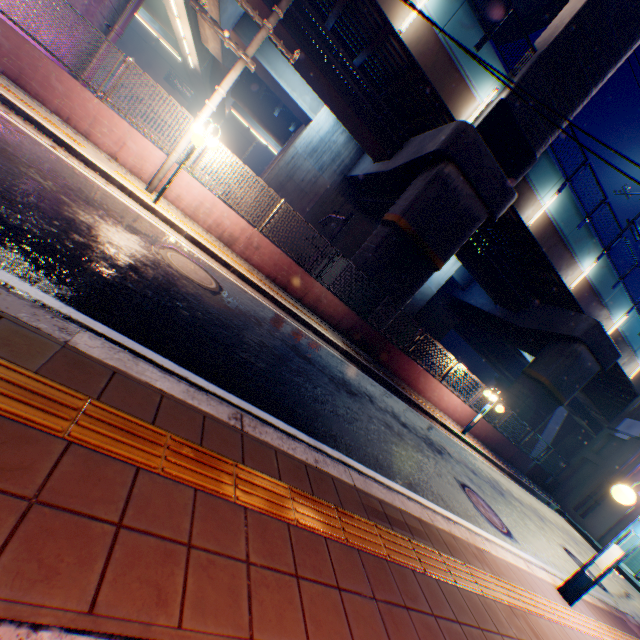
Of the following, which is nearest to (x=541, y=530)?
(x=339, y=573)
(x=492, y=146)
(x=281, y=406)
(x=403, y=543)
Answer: (x=403, y=543)

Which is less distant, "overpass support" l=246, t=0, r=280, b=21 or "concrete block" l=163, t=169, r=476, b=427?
"concrete block" l=163, t=169, r=476, b=427

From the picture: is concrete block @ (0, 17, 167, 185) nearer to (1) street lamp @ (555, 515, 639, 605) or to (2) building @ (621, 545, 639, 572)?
(2) building @ (621, 545, 639, 572)

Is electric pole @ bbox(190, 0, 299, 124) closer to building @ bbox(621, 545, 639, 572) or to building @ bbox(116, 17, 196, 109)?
building @ bbox(621, 545, 639, 572)

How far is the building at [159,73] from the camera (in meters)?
39.94

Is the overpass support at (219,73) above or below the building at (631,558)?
above

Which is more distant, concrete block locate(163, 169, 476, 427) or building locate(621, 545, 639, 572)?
building locate(621, 545, 639, 572)

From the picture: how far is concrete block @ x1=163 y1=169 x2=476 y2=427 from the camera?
9.4m
